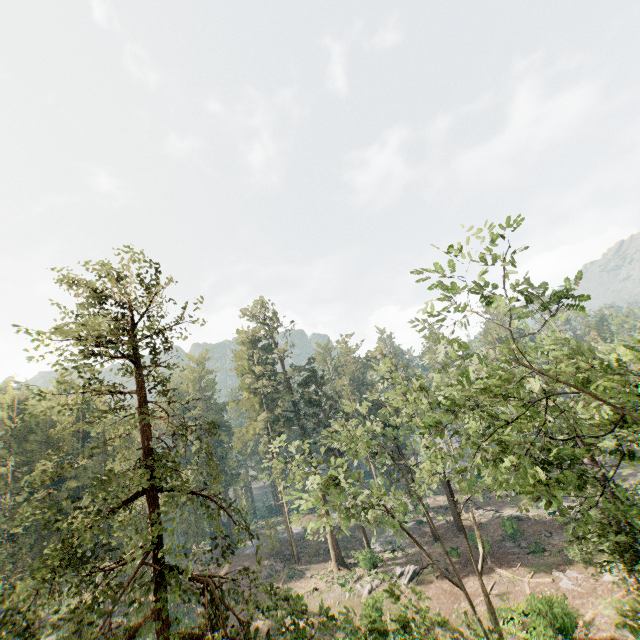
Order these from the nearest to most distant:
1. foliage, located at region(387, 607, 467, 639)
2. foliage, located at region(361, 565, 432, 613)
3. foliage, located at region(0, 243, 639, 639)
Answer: foliage, located at region(0, 243, 639, 639) → foliage, located at region(387, 607, 467, 639) → foliage, located at region(361, 565, 432, 613)

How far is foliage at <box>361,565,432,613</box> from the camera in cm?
1242

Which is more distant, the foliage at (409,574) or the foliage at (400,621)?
the foliage at (409,574)

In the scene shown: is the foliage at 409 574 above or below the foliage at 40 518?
below

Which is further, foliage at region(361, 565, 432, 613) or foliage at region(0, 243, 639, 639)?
foliage at region(361, 565, 432, 613)

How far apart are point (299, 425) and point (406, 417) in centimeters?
2630cm
